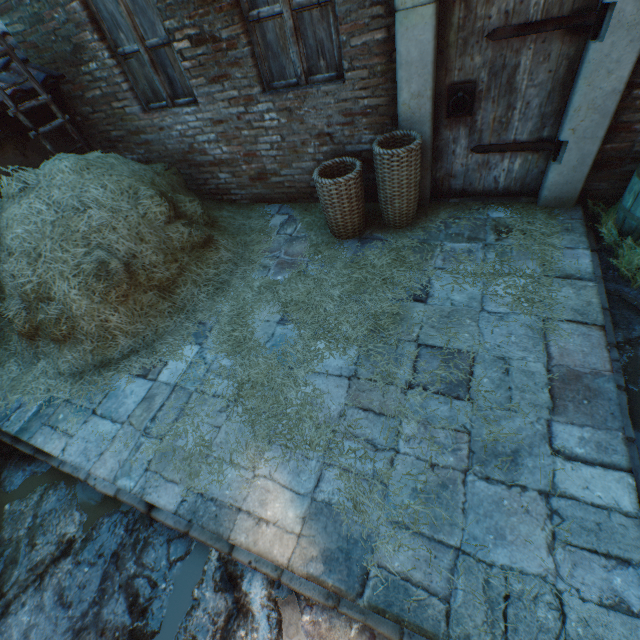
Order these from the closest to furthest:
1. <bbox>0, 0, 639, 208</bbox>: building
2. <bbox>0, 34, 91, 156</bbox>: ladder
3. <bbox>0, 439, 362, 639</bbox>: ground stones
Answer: <bbox>0, 439, 362, 639</bbox>: ground stones → <bbox>0, 0, 639, 208</bbox>: building → <bbox>0, 34, 91, 156</bbox>: ladder

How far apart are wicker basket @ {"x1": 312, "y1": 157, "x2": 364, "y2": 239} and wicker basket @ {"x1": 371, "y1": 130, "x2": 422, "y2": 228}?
0.1m

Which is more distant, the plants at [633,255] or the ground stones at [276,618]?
the plants at [633,255]

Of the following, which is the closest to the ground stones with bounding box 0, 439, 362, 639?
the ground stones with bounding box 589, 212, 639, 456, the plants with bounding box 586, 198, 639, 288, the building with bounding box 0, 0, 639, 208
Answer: the building with bounding box 0, 0, 639, 208

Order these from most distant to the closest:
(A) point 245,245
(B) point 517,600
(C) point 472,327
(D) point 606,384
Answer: (A) point 245,245 < (C) point 472,327 < (D) point 606,384 < (B) point 517,600

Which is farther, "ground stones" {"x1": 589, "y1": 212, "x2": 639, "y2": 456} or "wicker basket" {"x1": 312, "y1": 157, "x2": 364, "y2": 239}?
"wicker basket" {"x1": 312, "y1": 157, "x2": 364, "y2": 239}

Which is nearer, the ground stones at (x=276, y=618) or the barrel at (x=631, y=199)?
the ground stones at (x=276, y=618)

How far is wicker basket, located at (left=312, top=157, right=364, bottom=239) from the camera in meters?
3.4 m
